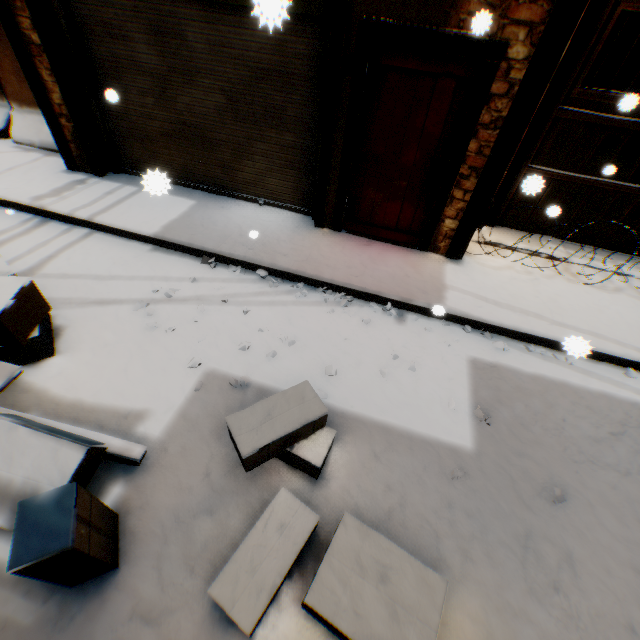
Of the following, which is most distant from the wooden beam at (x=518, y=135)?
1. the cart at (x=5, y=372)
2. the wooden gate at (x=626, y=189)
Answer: the cart at (x=5, y=372)

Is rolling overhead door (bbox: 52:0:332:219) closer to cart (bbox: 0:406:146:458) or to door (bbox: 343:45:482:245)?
door (bbox: 343:45:482:245)

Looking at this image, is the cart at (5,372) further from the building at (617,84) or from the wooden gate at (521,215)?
the wooden gate at (521,215)

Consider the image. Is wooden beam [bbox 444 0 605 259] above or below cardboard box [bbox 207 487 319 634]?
above

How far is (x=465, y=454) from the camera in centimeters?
295cm

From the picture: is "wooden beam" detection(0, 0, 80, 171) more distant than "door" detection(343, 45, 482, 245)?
Yes

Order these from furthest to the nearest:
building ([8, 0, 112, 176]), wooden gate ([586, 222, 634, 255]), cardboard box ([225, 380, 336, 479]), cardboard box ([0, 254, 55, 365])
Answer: wooden gate ([586, 222, 634, 255])
building ([8, 0, 112, 176])
cardboard box ([0, 254, 55, 365])
cardboard box ([225, 380, 336, 479])

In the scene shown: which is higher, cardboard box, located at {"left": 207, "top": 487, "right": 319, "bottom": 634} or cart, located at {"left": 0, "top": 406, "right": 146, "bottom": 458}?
cardboard box, located at {"left": 207, "top": 487, "right": 319, "bottom": 634}
